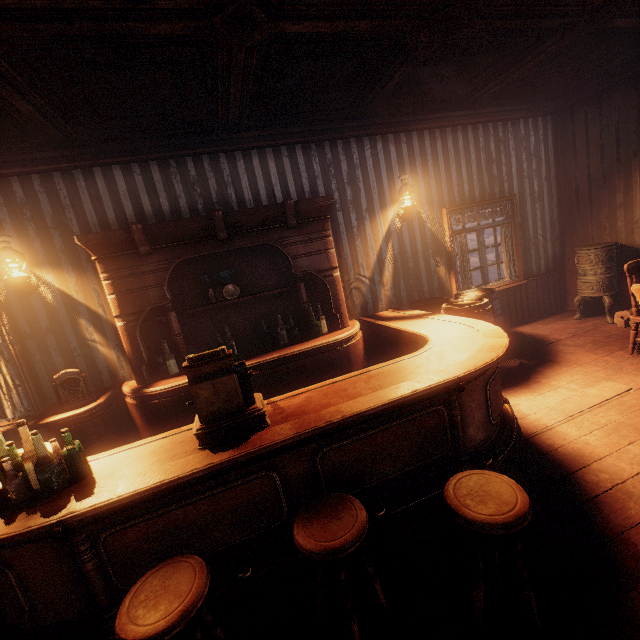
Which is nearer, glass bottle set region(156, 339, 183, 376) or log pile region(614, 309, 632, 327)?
glass bottle set region(156, 339, 183, 376)

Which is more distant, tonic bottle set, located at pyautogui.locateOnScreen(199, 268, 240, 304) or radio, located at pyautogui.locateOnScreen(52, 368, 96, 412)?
tonic bottle set, located at pyautogui.locateOnScreen(199, 268, 240, 304)

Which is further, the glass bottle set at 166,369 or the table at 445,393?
the glass bottle set at 166,369

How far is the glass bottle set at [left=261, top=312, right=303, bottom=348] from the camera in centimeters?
A: 446cm

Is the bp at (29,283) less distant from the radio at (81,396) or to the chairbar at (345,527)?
the radio at (81,396)

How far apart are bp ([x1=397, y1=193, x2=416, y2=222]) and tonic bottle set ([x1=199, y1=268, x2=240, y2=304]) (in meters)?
2.87

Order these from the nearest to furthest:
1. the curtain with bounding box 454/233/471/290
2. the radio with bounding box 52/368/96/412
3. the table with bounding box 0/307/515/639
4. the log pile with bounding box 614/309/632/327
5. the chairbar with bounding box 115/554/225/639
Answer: the chairbar with bounding box 115/554/225/639 → the table with bounding box 0/307/515/639 → the radio with bounding box 52/368/96/412 → the log pile with bounding box 614/309/632/327 → the curtain with bounding box 454/233/471/290

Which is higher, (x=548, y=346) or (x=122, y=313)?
(x=122, y=313)
